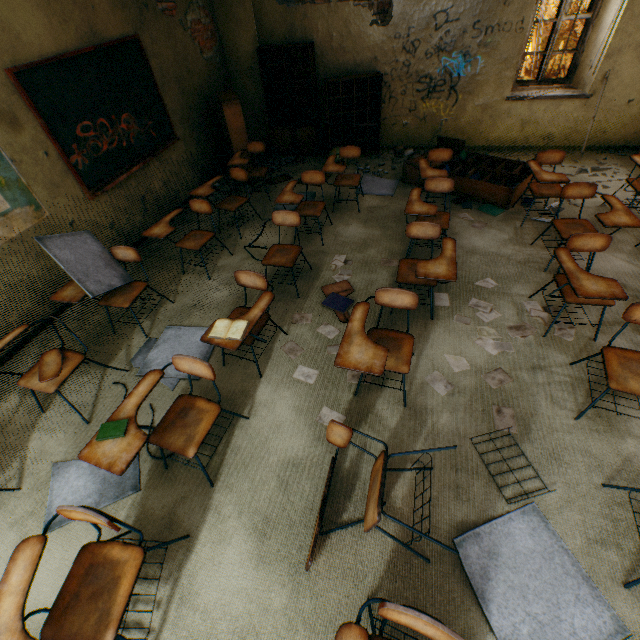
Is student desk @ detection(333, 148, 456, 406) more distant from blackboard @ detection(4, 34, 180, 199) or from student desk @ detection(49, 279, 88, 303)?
blackboard @ detection(4, 34, 180, 199)

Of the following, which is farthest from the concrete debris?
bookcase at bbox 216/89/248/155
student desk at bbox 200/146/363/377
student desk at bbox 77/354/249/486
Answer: student desk at bbox 77/354/249/486

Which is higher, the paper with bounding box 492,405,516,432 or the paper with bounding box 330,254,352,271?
the paper with bounding box 330,254,352,271

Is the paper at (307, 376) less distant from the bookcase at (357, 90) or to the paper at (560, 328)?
the paper at (560, 328)

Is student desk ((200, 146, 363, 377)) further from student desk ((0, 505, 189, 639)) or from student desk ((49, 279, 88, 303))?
student desk ((0, 505, 189, 639))

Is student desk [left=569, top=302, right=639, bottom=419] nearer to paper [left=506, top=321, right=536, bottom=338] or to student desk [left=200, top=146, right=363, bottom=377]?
paper [left=506, top=321, right=536, bottom=338]

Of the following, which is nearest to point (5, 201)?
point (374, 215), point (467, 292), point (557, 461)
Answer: point (374, 215)

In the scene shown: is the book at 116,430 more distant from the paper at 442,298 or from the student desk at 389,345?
the paper at 442,298
